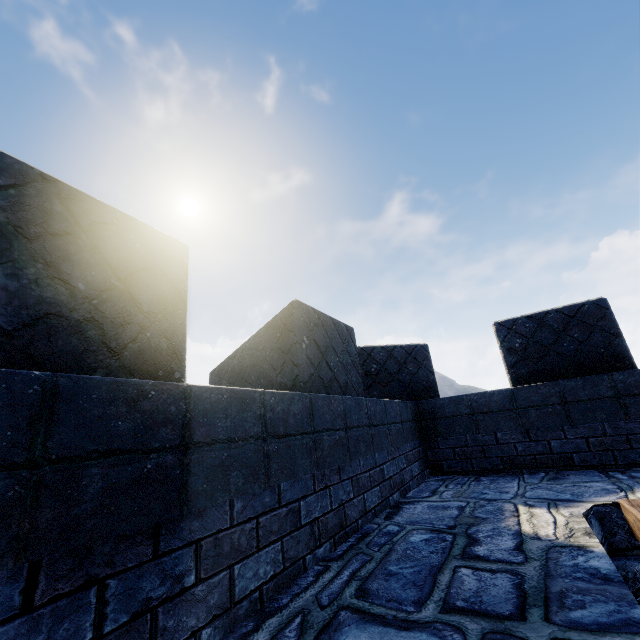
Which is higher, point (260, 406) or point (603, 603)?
point (260, 406)
